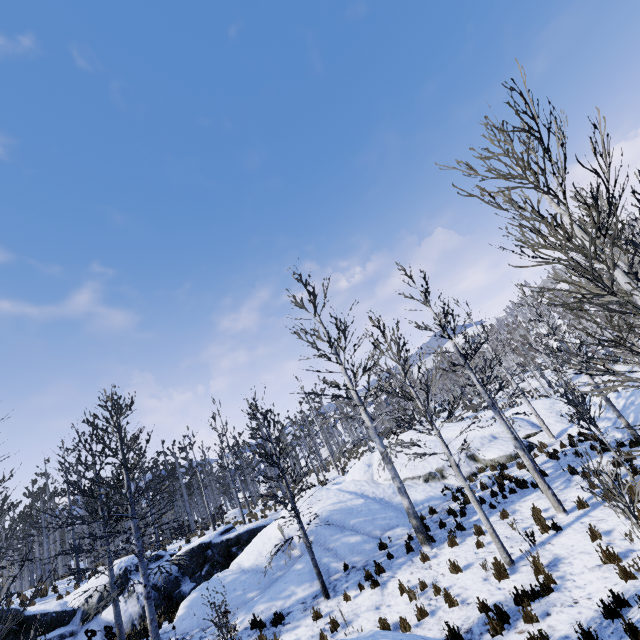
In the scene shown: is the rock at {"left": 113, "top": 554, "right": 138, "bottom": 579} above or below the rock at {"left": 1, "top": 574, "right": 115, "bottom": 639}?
above

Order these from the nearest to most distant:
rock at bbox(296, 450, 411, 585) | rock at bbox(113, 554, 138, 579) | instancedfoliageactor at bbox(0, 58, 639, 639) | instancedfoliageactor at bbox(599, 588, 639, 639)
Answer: instancedfoliageactor at bbox(0, 58, 639, 639), instancedfoliageactor at bbox(599, 588, 639, 639), rock at bbox(296, 450, 411, 585), rock at bbox(113, 554, 138, 579)

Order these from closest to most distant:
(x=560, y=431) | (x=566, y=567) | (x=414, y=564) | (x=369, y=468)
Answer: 1. (x=566, y=567)
2. (x=414, y=564)
3. (x=560, y=431)
4. (x=369, y=468)

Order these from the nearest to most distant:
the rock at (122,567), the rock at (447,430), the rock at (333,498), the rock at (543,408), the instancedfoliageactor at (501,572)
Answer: the instancedfoliageactor at (501,572)
the rock at (333,498)
the rock at (122,567)
the rock at (543,408)
the rock at (447,430)

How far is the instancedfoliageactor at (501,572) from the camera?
7.9 meters

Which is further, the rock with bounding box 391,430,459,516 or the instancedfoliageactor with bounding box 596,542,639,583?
the rock with bounding box 391,430,459,516
